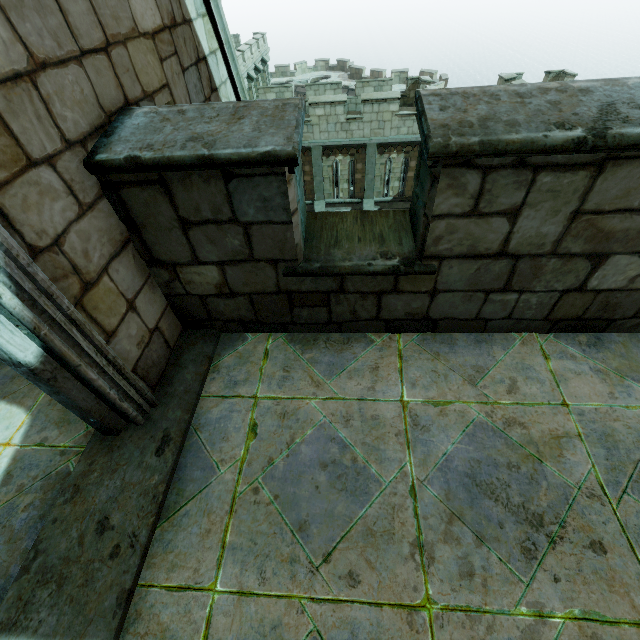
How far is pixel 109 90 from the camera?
2.1 meters
